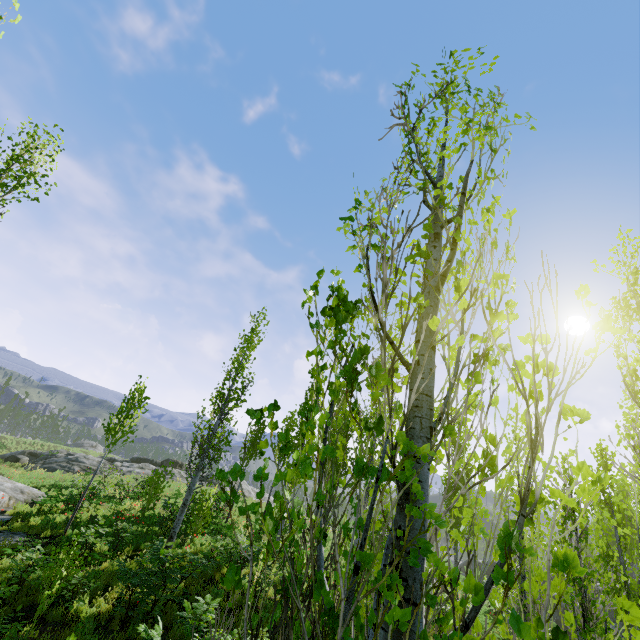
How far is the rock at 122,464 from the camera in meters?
30.5 m

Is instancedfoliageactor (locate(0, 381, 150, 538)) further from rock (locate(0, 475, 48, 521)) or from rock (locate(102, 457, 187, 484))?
rock (locate(0, 475, 48, 521))

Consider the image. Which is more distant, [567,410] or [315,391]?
[315,391]

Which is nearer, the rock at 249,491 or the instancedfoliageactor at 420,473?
the instancedfoliageactor at 420,473

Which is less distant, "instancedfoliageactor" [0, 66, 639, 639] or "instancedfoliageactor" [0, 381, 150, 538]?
"instancedfoliageactor" [0, 66, 639, 639]

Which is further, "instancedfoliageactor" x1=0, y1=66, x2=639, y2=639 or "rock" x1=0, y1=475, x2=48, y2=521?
"rock" x1=0, y1=475, x2=48, y2=521

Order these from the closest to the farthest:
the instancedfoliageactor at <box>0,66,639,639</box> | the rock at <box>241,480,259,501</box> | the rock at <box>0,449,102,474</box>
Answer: the instancedfoliageactor at <box>0,66,639,639</box>, the rock at <box>0,449,102,474</box>, the rock at <box>241,480,259,501</box>
